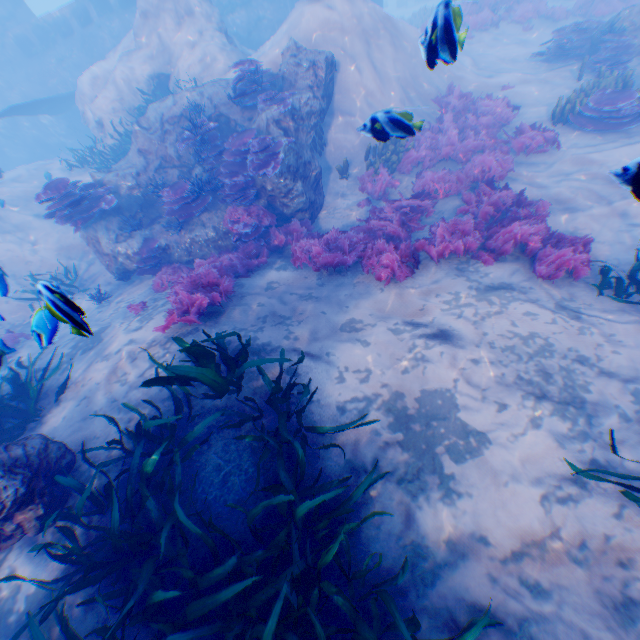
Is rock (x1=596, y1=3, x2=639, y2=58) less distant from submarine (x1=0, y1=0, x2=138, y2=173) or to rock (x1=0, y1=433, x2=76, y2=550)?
submarine (x1=0, y1=0, x2=138, y2=173)

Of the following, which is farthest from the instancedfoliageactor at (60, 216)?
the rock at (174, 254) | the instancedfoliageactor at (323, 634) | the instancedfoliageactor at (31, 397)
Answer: the instancedfoliageactor at (323, 634)

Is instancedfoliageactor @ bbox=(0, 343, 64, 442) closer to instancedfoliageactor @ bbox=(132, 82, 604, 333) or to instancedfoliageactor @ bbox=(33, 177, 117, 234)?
instancedfoliageactor @ bbox=(132, 82, 604, 333)

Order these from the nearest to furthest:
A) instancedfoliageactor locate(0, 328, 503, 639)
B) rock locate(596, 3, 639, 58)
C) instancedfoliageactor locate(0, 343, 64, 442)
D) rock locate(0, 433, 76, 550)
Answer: instancedfoliageactor locate(0, 328, 503, 639) < rock locate(0, 433, 76, 550) < instancedfoliageactor locate(0, 343, 64, 442) < rock locate(596, 3, 639, 58)

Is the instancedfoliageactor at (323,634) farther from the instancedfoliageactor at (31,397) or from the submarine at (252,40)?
the submarine at (252,40)

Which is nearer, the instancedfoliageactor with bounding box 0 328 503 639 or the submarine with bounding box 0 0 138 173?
the instancedfoliageactor with bounding box 0 328 503 639

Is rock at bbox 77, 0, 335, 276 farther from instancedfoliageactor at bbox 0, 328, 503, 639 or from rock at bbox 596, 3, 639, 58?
rock at bbox 596, 3, 639, 58

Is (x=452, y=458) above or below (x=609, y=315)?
above
